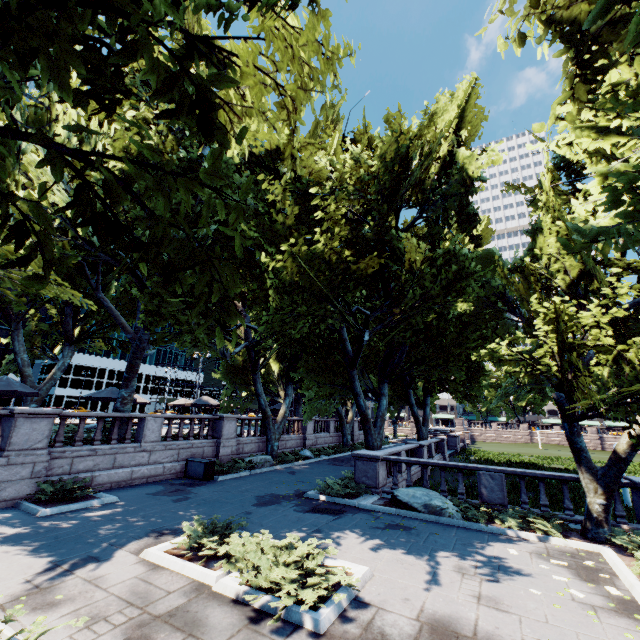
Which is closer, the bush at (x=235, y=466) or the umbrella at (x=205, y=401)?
the bush at (x=235, y=466)

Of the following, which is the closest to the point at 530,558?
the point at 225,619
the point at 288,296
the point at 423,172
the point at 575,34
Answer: the point at 225,619

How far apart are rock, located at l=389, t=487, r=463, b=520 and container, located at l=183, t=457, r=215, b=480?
8.9m

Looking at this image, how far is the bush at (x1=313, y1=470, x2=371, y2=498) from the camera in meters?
13.6

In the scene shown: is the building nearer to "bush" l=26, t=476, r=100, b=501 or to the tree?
the tree

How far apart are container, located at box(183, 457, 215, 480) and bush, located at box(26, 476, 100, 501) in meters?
4.7

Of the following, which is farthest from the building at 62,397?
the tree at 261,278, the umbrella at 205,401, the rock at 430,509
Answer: the rock at 430,509

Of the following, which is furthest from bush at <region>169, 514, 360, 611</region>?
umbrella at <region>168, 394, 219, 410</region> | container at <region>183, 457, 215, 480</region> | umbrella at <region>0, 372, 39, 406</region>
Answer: umbrella at <region>168, 394, 219, 410</region>
